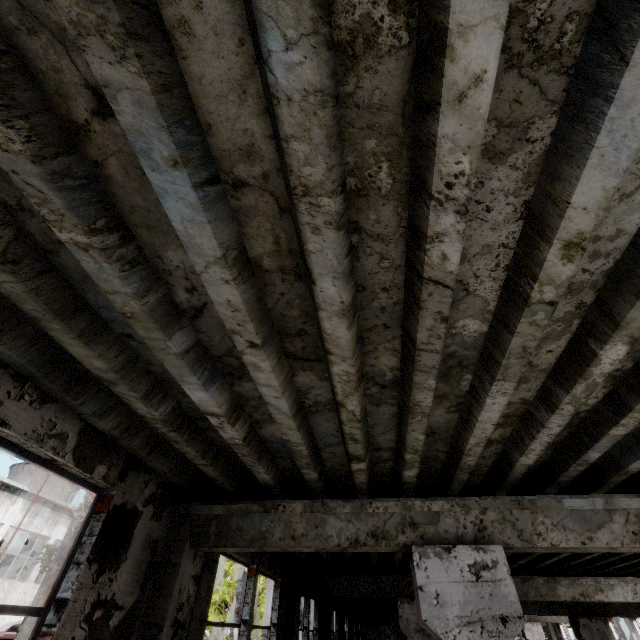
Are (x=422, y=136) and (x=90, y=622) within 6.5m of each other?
yes
